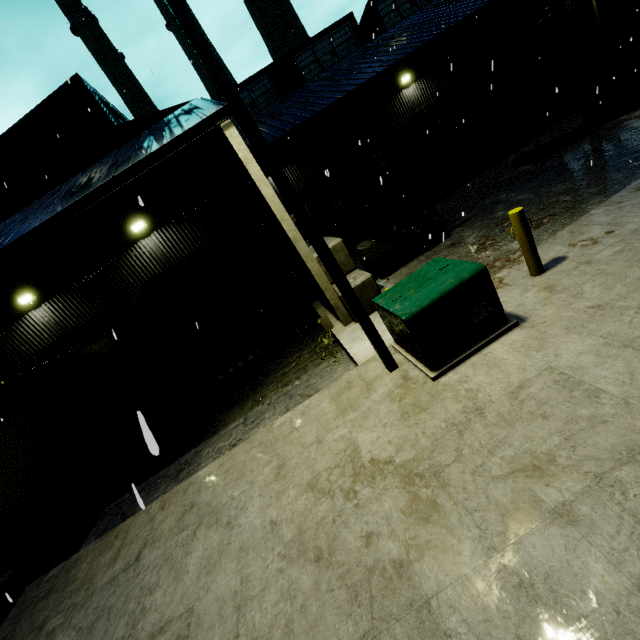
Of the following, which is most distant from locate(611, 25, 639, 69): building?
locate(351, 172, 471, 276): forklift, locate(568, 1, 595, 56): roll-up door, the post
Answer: the post

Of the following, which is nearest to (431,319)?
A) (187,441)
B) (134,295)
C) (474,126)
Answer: (187,441)

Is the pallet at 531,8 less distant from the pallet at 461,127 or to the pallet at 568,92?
the pallet at 461,127

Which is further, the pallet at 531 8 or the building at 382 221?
the building at 382 221

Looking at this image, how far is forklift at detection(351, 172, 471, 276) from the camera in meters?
9.4

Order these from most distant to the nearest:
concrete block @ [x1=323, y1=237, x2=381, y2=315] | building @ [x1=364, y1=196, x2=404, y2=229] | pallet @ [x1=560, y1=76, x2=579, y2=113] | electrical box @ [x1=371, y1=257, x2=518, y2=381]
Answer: building @ [x1=364, y1=196, x2=404, y2=229] < pallet @ [x1=560, y1=76, x2=579, y2=113] < concrete block @ [x1=323, y1=237, x2=381, y2=315] < electrical box @ [x1=371, y1=257, x2=518, y2=381]

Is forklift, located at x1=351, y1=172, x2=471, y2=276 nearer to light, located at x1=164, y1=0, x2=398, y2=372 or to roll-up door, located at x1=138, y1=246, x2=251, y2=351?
light, located at x1=164, y1=0, x2=398, y2=372

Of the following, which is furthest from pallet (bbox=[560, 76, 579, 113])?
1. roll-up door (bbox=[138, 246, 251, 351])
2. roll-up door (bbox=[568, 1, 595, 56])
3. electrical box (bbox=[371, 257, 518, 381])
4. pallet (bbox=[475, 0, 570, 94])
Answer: roll-up door (bbox=[138, 246, 251, 351])
